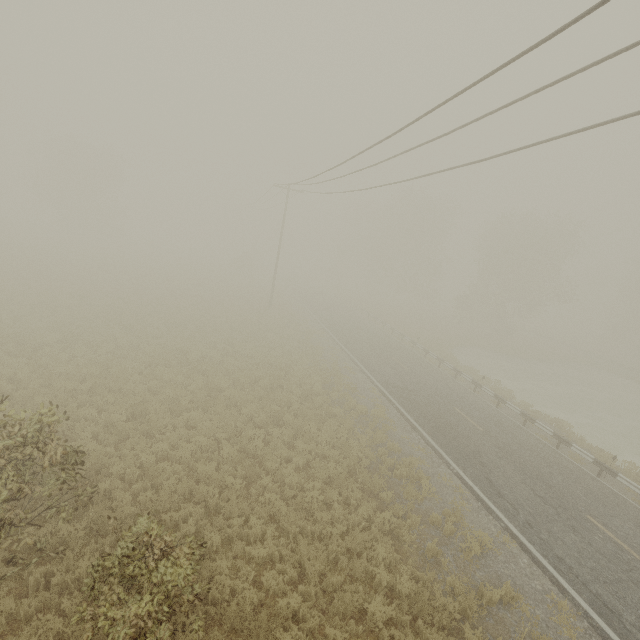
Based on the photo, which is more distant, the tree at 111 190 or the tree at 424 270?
the tree at 424 270

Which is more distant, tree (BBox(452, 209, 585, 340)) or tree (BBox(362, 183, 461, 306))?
tree (BBox(362, 183, 461, 306))

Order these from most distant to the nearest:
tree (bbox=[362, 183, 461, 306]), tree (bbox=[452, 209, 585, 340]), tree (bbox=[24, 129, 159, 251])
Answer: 1. tree (bbox=[362, 183, 461, 306])
2. tree (bbox=[24, 129, 159, 251])
3. tree (bbox=[452, 209, 585, 340])

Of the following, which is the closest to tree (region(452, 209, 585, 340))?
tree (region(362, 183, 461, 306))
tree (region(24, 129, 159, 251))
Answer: tree (region(362, 183, 461, 306))

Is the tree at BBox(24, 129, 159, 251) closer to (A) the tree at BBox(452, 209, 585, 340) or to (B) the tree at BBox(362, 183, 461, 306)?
(B) the tree at BBox(362, 183, 461, 306)

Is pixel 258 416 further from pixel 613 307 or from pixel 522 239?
pixel 613 307

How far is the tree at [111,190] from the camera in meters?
43.5
